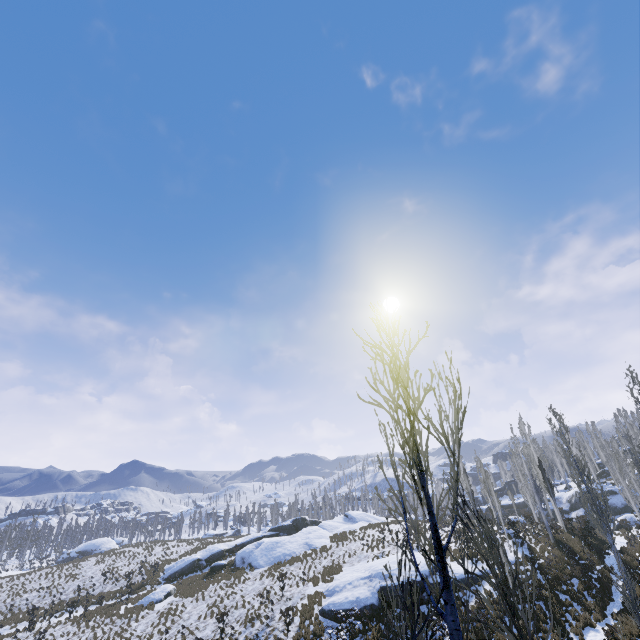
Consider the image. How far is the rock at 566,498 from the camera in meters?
46.4 m

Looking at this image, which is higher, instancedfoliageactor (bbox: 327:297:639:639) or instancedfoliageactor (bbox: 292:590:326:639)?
instancedfoliageactor (bbox: 327:297:639:639)

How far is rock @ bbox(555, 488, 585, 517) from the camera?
46.4m

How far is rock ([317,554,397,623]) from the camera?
21.9 meters

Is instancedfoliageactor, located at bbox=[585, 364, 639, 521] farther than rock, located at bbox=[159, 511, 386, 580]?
No

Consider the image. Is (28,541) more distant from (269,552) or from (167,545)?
(269,552)

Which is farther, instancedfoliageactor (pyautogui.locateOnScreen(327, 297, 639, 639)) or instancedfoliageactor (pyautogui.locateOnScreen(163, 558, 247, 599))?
instancedfoliageactor (pyautogui.locateOnScreen(163, 558, 247, 599))
